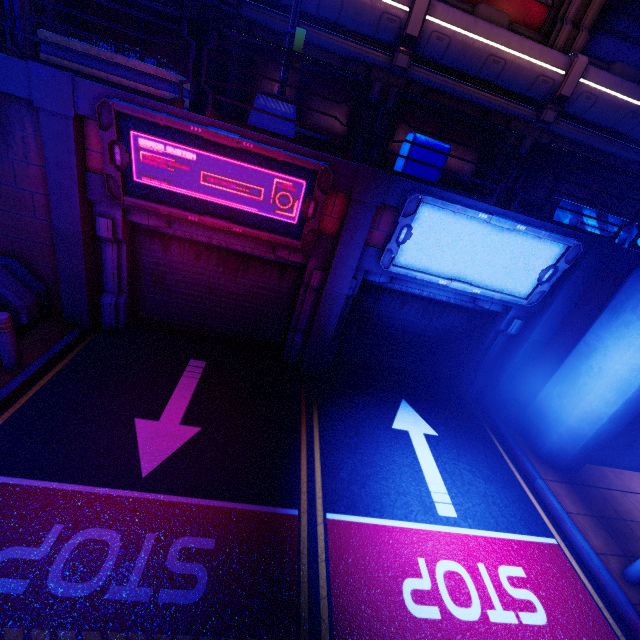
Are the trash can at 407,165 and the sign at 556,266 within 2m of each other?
yes

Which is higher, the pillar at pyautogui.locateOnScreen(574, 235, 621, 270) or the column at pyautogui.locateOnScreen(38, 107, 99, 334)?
the pillar at pyautogui.locateOnScreen(574, 235, 621, 270)

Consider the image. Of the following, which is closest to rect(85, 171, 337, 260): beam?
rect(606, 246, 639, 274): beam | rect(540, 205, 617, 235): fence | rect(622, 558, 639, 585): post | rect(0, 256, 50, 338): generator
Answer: rect(0, 256, 50, 338): generator

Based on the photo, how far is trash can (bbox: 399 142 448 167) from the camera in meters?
6.5 m

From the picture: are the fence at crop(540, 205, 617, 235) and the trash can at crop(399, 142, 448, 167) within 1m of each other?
no

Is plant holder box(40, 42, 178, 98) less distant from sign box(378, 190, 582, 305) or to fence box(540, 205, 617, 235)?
sign box(378, 190, 582, 305)

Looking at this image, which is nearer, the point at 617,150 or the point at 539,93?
the point at 539,93

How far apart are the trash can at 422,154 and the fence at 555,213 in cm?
281
